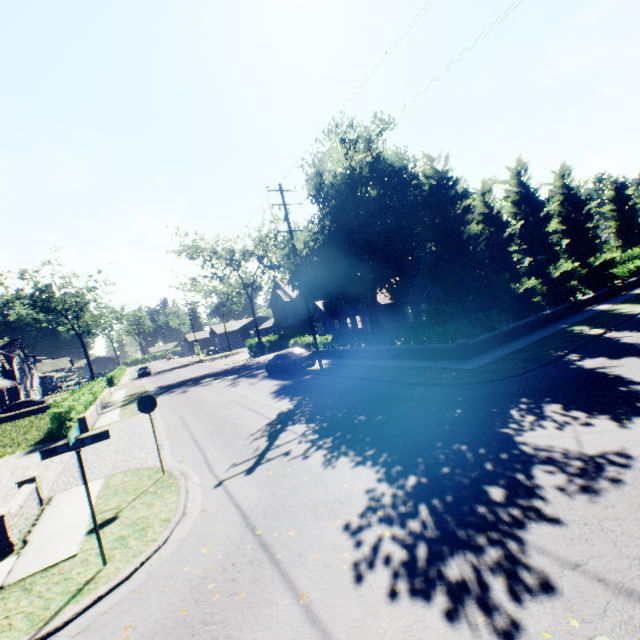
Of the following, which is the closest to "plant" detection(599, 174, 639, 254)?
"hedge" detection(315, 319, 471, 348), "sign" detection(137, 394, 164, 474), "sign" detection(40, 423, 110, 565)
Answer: "hedge" detection(315, 319, 471, 348)

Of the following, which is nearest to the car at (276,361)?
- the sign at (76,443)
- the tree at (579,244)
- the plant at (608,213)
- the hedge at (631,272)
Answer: the tree at (579,244)

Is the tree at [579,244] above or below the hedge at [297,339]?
above

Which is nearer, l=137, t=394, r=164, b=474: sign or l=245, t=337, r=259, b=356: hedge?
l=137, t=394, r=164, b=474: sign

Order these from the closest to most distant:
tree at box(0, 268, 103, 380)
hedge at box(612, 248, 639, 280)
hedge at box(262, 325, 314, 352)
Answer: hedge at box(612, 248, 639, 280) < hedge at box(262, 325, 314, 352) < tree at box(0, 268, 103, 380)

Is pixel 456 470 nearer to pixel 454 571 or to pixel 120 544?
pixel 454 571

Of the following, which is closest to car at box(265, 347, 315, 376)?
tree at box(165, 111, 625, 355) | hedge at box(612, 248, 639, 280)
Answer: tree at box(165, 111, 625, 355)

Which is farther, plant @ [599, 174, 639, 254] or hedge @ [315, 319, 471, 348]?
plant @ [599, 174, 639, 254]
